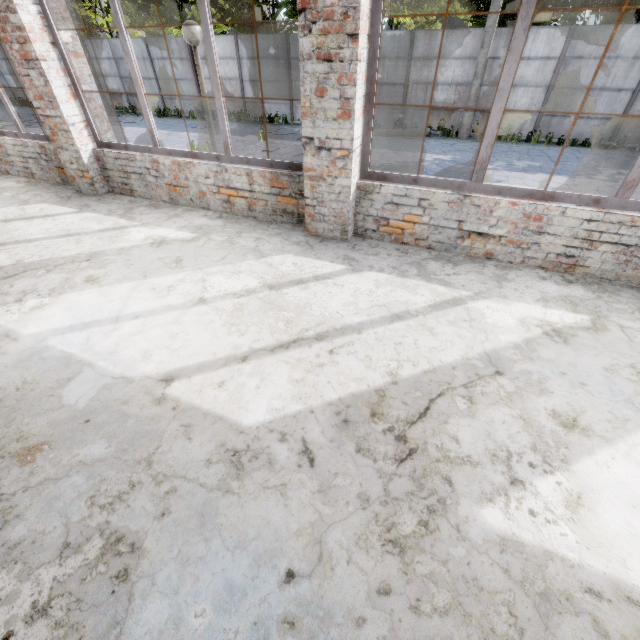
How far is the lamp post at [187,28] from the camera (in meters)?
5.10

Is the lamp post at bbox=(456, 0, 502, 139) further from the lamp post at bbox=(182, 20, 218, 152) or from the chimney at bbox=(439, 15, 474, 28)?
the chimney at bbox=(439, 15, 474, 28)

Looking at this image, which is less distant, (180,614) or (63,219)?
(180,614)

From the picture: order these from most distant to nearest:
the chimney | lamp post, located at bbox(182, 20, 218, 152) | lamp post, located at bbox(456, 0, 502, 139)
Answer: the chimney, lamp post, located at bbox(456, 0, 502, 139), lamp post, located at bbox(182, 20, 218, 152)

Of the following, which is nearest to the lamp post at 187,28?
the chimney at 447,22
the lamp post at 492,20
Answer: the lamp post at 492,20

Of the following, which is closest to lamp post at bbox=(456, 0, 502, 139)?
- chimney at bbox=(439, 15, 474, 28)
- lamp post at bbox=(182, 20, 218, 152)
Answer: lamp post at bbox=(182, 20, 218, 152)
